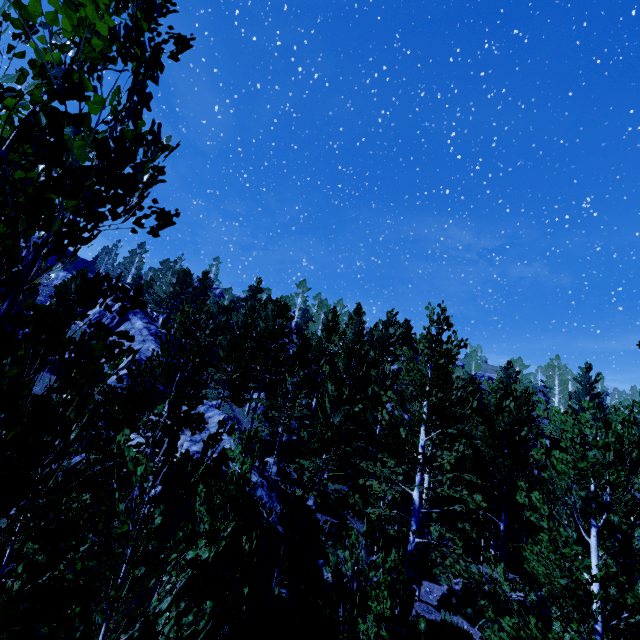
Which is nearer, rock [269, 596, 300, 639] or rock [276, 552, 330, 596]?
rock [269, 596, 300, 639]

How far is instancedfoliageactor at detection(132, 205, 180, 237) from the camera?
1.93m

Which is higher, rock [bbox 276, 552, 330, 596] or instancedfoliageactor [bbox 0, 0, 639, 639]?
instancedfoliageactor [bbox 0, 0, 639, 639]

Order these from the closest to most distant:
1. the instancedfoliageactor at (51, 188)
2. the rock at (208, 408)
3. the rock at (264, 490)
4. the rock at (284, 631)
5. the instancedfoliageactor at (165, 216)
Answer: the instancedfoliageactor at (51, 188) < the instancedfoliageactor at (165, 216) < the rock at (284, 631) < the rock at (264, 490) < the rock at (208, 408)

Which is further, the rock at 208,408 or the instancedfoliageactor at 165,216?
the rock at 208,408

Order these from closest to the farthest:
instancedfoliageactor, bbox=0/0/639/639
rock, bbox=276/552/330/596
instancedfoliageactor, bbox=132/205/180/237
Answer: instancedfoliageactor, bbox=0/0/639/639 < instancedfoliageactor, bbox=132/205/180/237 < rock, bbox=276/552/330/596

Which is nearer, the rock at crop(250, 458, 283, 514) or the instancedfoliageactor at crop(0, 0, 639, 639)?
the instancedfoliageactor at crop(0, 0, 639, 639)

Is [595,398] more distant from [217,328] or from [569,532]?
[217,328]
